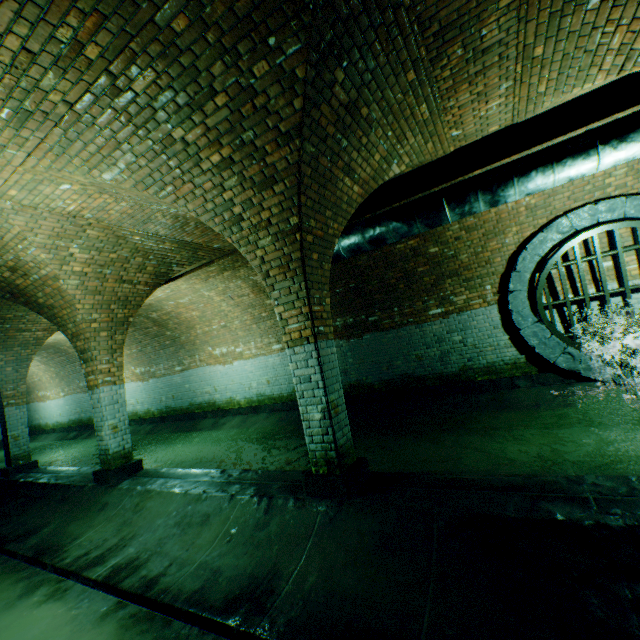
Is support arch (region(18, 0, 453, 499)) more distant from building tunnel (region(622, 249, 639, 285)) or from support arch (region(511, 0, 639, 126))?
support arch (region(511, 0, 639, 126))

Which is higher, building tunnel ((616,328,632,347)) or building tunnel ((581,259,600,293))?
building tunnel ((581,259,600,293))

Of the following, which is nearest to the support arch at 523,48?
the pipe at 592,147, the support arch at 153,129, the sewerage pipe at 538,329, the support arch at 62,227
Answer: the pipe at 592,147

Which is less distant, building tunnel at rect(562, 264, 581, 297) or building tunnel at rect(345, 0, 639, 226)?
building tunnel at rect(345, 0, 639, 226)

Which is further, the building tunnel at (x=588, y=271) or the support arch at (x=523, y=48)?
the building tunnel at (x=588, y=271)

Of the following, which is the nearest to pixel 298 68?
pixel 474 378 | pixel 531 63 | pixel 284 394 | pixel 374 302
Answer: pixel 531 63

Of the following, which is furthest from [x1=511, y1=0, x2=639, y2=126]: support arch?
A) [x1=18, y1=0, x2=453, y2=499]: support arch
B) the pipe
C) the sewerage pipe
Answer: the sewerage pipe
